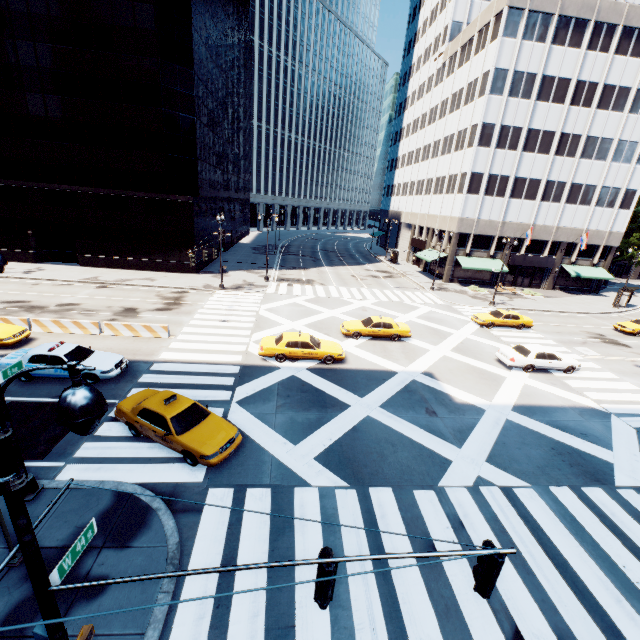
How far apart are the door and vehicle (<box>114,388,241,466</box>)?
47.8m

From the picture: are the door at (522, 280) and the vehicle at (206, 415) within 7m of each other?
no

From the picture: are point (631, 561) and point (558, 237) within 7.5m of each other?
no

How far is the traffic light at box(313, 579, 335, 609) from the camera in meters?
4.6 m

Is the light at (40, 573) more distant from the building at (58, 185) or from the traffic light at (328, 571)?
the building at (58, 185)

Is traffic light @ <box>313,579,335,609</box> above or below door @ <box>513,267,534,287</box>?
above

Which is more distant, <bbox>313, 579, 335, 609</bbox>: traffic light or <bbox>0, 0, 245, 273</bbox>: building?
<bbox>0, 0, 245, 273</bbox>: building

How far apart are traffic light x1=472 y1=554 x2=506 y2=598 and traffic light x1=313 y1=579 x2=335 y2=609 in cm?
226
